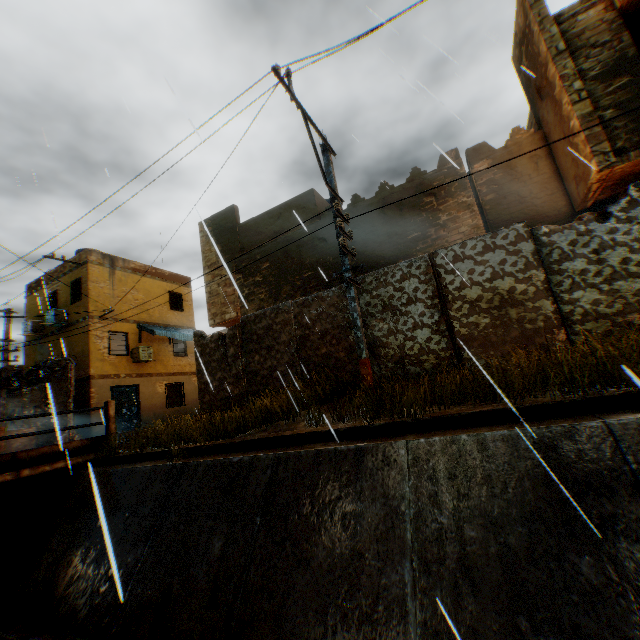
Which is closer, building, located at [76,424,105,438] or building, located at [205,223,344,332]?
building, located at [205,223,344,332]

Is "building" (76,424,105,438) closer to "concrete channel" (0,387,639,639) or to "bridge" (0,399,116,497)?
"concrete channel" (0,387,639,639)

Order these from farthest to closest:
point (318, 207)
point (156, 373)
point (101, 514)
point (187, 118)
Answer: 1. point (156, 373)
2. point (318, 207)
3. point (187, 118)
4. point (101, 514)

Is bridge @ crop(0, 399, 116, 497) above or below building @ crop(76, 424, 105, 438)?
below

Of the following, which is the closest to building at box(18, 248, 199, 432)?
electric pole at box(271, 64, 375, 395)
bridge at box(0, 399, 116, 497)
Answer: electric pole at box(271, 64, 375, 395)

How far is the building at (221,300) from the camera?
11.1 meters

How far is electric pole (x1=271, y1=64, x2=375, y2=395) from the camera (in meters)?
6.12

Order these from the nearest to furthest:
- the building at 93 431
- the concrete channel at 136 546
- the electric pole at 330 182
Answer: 1. the concrete channel at 136 546
2. the electric pole at 330 182
3. the building at 93 431
